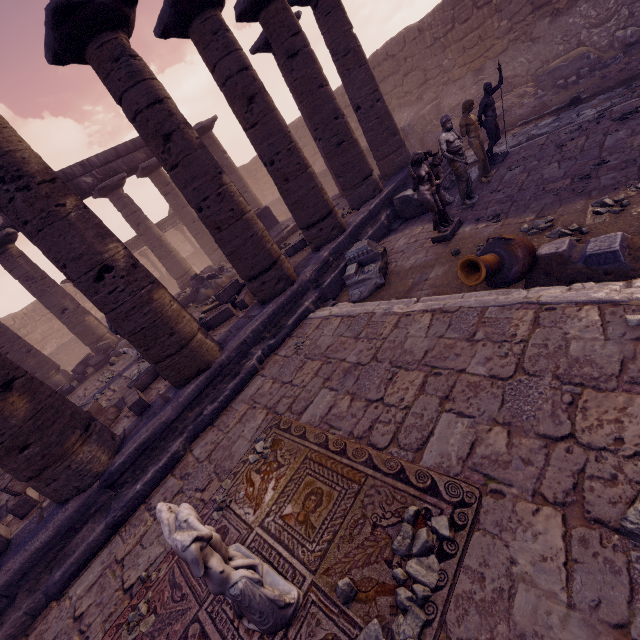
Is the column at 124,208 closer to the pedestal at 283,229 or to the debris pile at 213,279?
the debris pile at 213,279

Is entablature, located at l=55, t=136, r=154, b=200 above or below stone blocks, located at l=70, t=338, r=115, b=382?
above

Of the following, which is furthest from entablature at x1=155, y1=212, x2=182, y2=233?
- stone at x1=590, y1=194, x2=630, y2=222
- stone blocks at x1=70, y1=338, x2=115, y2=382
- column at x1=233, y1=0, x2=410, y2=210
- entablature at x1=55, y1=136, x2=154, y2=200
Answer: → stone at x1=590, y1=194, x2=630, y2=222

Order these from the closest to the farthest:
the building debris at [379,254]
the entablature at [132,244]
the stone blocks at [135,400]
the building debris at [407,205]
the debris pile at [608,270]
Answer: the debris pile at [608,270]
the stone blocks at [135,400]
the building debris at [379,254]
the building debris at [407,205]
the entablature at [132,244]

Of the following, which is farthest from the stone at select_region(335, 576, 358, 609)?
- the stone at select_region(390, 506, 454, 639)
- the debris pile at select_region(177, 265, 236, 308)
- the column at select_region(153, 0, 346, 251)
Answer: the debris pile at select_region(177, 265, 236, 308)

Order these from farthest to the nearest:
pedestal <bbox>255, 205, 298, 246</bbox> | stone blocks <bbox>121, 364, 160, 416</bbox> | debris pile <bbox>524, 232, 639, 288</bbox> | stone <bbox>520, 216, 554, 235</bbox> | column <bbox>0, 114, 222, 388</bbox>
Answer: pedestal <bbox>255, 205, 298, 246</bbox> → stone blocks <bbox>121, 364, 160, 416</bbox> → stone <bbox>520, 216, 554, 235</bbox> → column <bbox>0, 114, 222, 388</bbox> → debris pile <bbox>524, 232, 639, 288</bbox>

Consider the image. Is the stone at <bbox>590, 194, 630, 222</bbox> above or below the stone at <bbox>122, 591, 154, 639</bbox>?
below

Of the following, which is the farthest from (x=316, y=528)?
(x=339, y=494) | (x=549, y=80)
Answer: (x=549, y=80)
